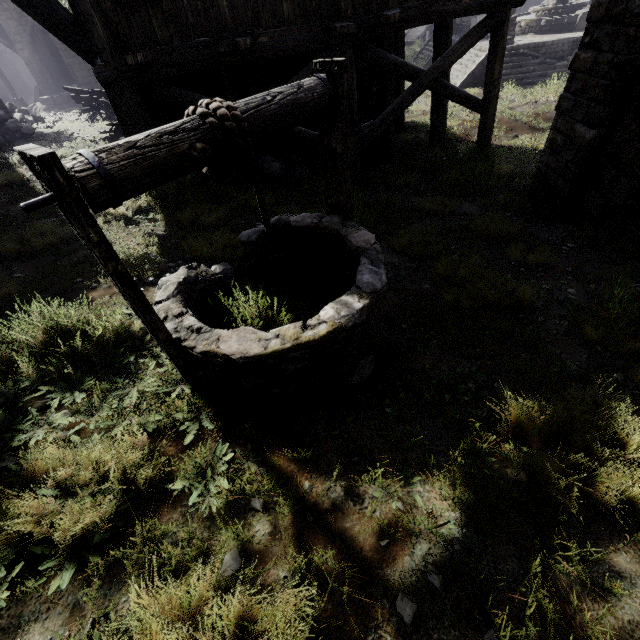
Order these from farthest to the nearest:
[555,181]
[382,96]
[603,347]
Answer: [382,96], [555,181], [603,347]

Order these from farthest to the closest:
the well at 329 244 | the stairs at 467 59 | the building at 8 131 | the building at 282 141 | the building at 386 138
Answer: A: the stairs at 467 59 → the building at 8 131 → the building at 282 141 → the building at 386 138 → the well at 329 244

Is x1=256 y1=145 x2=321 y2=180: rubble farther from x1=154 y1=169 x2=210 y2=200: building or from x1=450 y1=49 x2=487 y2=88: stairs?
x1=450 y1=49 x2=487 y2=88: stairs

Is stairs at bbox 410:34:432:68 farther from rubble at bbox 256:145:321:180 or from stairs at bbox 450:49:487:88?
Answer: rubble at bbox 256:145:321:180

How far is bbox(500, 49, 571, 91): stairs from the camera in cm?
1584

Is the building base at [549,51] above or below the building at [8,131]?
below

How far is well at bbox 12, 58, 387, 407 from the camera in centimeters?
158cm

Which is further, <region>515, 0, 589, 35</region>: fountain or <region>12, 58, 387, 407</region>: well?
<region>515, 0, 589, 35</region>: fountain
